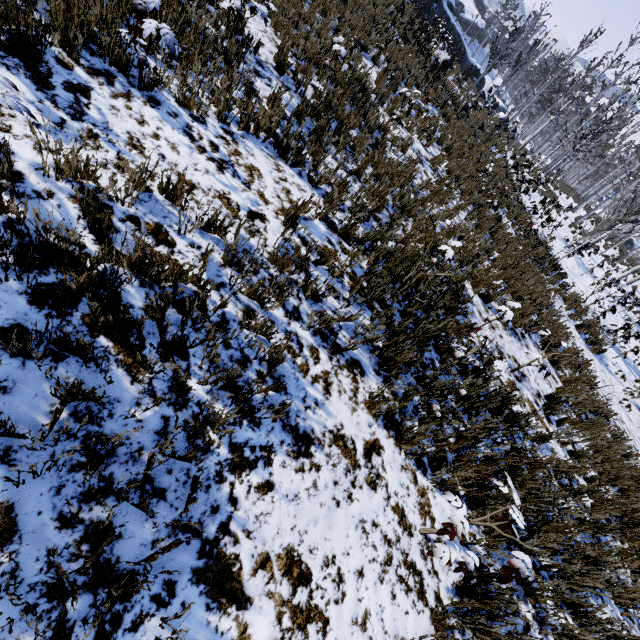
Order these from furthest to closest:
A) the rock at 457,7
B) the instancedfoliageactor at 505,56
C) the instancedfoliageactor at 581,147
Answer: the rock at 457,7
the instancedfoliageactor at 505,56
the instancedfoliageactor at 581,147

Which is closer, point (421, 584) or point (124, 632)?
point (124, 632)

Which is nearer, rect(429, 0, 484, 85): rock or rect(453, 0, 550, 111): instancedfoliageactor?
rect(453, 0, 550, 111): instancedfoliageactor

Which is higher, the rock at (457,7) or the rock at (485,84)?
the rock at (457,7)

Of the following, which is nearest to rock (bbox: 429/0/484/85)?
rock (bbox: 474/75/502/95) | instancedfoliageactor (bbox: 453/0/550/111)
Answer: instancedfoliageactor (bbox: 453/0/550/111)

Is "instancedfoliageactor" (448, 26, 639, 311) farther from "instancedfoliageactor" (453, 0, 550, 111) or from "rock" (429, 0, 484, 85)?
"instancedfoliageactor" (453, 0, 550, 111)

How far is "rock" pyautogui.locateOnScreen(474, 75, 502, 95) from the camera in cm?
2938

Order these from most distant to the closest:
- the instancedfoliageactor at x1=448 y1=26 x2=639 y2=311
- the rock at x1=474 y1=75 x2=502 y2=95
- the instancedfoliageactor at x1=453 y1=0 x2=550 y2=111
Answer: the rock at x1=474 y1=75 x2=502 y2=95 < the instancedfoliageactor at x1=453 y1=0 x2=550 y2=111 < the instancedfoliageactor at x1=448 y1=26 x2=639 y2=311
